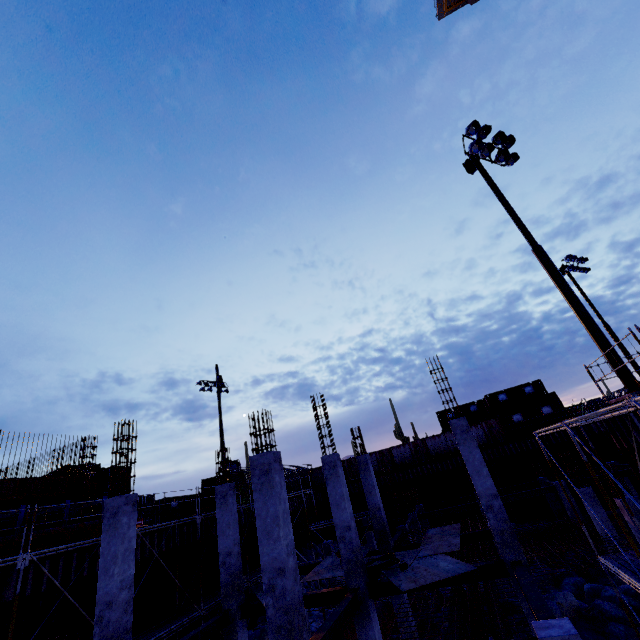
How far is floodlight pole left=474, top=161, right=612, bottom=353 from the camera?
10.2 meters

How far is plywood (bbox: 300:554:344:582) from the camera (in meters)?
12.36

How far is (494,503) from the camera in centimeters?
1002cm

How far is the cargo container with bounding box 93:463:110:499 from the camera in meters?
23.9 m

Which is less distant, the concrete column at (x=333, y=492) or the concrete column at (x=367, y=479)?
the concrete column at (x=333, y=492)

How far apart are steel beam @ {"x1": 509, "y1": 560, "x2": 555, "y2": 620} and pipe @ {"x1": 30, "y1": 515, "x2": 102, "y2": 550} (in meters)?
16.96

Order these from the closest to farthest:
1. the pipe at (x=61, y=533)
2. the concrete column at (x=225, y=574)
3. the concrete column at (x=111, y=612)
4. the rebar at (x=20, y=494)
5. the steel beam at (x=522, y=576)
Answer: the steel beam at (x=522, y=576)
the concrete column at (x=111, y=612)
the concrete column at (x=225, y=574)
the pipe at (x=61, y=533)
the rebar at (x=20, y=494)

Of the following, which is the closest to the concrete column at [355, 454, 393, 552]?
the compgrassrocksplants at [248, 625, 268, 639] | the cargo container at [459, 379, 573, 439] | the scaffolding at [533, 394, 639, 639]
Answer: the compgrassrocksplants at [248, 625, 268, 639]
